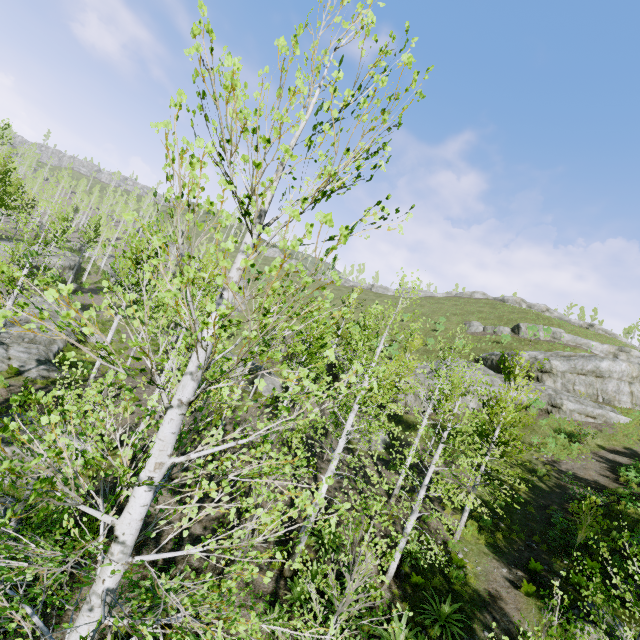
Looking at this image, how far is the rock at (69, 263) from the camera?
37.7m

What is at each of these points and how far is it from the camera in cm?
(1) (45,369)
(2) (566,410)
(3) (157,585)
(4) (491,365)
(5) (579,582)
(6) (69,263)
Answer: (1) rock, 1830
(2) rock, 2448
(3) instancedfoliageactor, 884
(4) rock, 3388
(5) instancedfoliageactor, 1153
(6) rock, 3888

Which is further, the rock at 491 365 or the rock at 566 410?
the rock at 491 365

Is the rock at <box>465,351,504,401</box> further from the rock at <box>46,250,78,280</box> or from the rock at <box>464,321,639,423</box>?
the rock at <box>46,250,78,280</box>

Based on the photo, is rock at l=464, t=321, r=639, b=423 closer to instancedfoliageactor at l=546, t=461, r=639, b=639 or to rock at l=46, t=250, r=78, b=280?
instancedfoliageactor at l=546, t=461, r=639, b=639

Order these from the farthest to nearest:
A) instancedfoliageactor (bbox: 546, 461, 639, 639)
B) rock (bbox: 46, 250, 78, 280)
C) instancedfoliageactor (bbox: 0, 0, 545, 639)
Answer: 1. rock (bbox: 46, 250, 78, 280)
2. instancedfoliageactor (bbox: 546, 461, 639, 639)
3. instancedfoliageactor (bbox: 0, 0, 545, 639)

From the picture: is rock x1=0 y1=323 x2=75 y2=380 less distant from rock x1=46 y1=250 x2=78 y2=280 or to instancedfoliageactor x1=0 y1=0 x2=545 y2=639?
instancedfoliageactor x1=0 y1=0 x2=545 y2=639

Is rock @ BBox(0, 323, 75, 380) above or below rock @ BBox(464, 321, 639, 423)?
below
